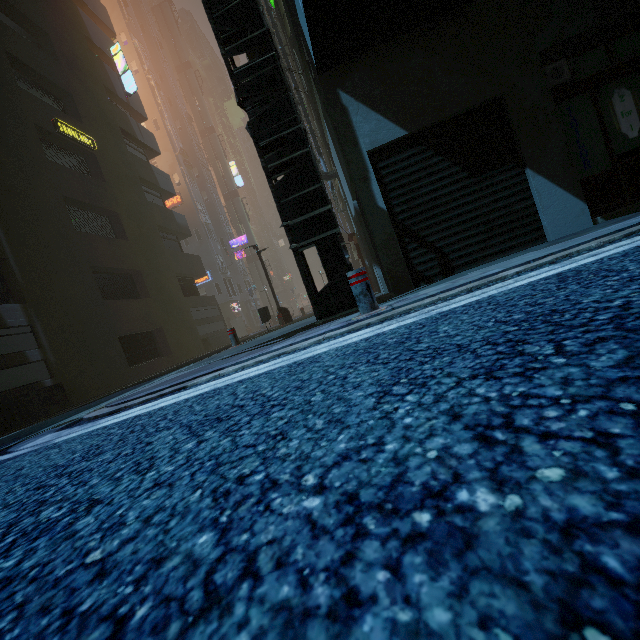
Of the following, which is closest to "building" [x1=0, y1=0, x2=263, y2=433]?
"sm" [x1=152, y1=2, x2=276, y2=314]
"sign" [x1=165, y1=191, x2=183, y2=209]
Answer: "sign" [x1=165, y1=191, x2=183, y2=209]

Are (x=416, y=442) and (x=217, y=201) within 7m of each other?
no

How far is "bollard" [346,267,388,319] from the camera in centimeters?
376cm

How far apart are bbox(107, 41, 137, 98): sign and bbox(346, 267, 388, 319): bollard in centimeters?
2430cm

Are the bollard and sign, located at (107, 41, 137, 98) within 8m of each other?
no

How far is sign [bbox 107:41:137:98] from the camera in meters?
20.0 m

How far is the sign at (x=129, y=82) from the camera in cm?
1998

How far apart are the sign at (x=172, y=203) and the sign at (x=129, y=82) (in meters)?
13.13
